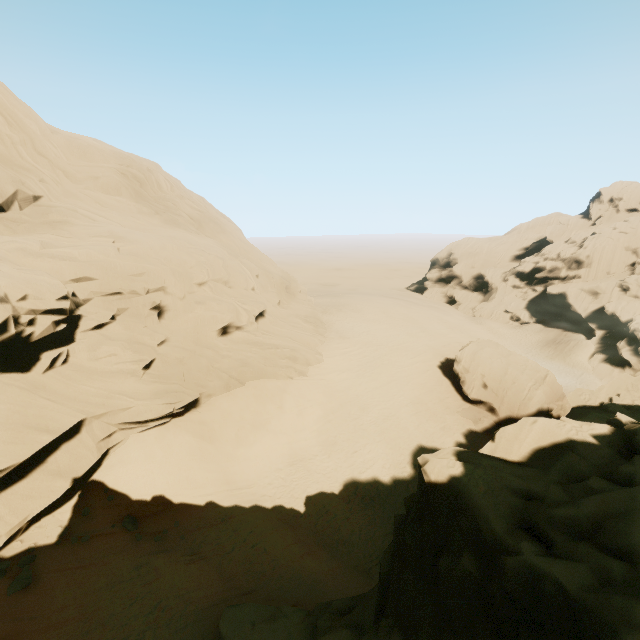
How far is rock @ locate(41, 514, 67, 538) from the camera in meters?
13.1 m

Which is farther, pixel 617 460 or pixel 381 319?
pixel 381 319

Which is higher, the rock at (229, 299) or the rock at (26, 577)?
the rock at (229, 299)

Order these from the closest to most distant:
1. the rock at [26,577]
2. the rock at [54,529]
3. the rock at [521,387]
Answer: the rock at [521,387]
the rock at [26,577]
the rock at [54,529]

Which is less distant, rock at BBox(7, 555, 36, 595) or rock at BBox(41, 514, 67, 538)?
rock at BBox(7, 555, 36, 595)

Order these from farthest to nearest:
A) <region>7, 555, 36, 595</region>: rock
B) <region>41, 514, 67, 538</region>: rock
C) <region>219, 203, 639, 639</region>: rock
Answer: <region>41, 514, 67, 538</region>: rock, <region>7, 555, 36, 595</region>: rock, <region>219, 203, 639, 639</region>: rock
